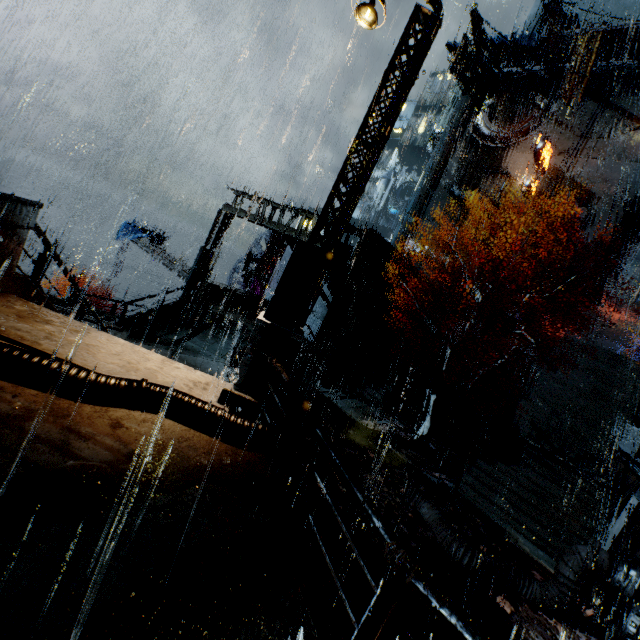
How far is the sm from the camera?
15.09m

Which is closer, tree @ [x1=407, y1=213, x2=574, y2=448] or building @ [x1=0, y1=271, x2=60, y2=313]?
building @ [x1=0, y1=271, x2=60, y2=313]

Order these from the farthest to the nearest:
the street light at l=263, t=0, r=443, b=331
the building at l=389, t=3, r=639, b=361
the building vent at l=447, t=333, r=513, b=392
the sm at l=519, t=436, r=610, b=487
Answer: the building at l=389, t=3, r=639, b=361 < the building vent at l=447, t=333, r=513, b=392 < the sm at l=519, t=436, r=610, b=487 < the street light at l=263, t=0, r=443, b=331

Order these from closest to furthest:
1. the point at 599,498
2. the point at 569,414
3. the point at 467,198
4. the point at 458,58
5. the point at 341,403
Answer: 1. the point at 599,498
2. the point at 341,403
3. the point at 569,414
4. the point at 467,198
5. the point at 458,58

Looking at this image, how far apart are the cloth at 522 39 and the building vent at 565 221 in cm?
1571

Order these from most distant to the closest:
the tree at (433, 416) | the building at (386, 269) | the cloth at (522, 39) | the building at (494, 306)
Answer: the cloth at (522, 39), the building at (494, 306), the building at (386, 269), the tree at (433, 416)

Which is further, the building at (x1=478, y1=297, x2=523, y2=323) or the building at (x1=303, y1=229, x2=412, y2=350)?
the building at (x1=478, y1=297, x2=523, y2=323)

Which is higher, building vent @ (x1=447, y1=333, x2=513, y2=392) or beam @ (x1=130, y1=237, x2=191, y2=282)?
building vent @ (x1=447, y1=333, x2=513, y2=392)
